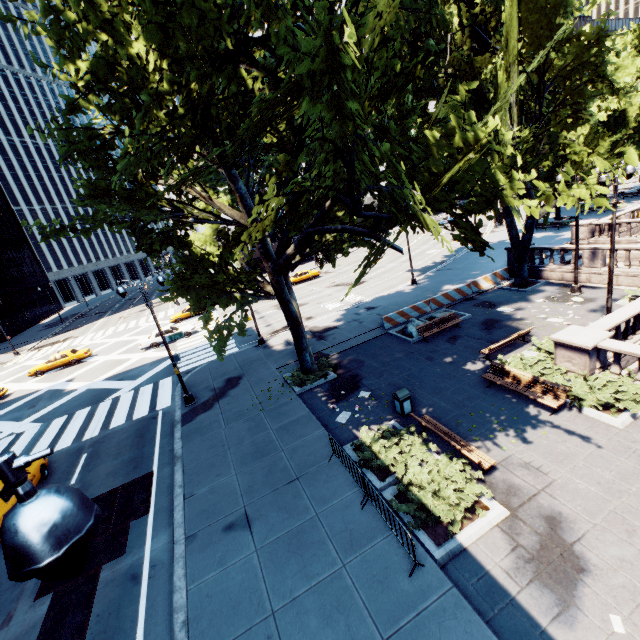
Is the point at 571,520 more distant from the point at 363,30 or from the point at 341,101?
the point at 363,30

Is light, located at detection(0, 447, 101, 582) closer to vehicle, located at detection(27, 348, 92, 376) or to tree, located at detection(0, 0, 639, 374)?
tree, located at detection(0, 0, 639, 374)

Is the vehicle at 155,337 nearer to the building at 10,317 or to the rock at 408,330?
the rock at 408,330

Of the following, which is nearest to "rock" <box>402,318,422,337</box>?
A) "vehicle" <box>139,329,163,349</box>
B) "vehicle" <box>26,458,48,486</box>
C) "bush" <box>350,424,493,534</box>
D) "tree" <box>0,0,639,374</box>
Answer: "tree" <box>0,0,639,374</box>

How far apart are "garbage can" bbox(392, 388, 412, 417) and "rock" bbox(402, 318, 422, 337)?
6.9 meters

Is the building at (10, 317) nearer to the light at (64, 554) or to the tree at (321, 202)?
the tree at (321, 202)

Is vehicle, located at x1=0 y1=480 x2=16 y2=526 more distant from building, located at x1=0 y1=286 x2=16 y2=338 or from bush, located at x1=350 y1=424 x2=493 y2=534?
building, located at x1=0 y1=286 x2=16 y2=338

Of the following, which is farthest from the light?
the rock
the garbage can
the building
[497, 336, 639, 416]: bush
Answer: the building
